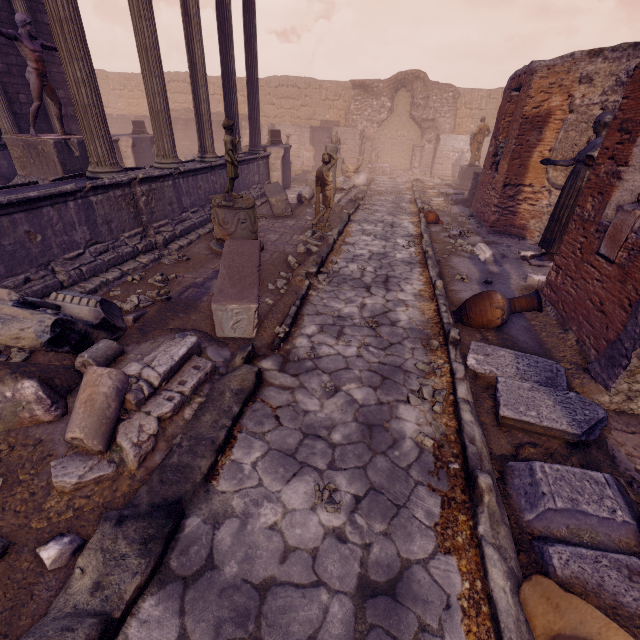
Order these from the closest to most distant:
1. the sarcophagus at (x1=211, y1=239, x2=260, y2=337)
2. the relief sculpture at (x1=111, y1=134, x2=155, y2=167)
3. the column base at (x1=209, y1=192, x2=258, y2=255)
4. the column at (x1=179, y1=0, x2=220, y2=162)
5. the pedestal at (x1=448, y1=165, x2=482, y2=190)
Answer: the sarcophagus at (x1=211, y1=239, x2=260, y2=337)
the column base at (x1=209, y1=192, x2=258, y2=255)
the column at (x1=179, y1=0, x2=220, y2=162)
the relief sculpture at (x1=111, y1=134, x2=155, y2=167)
the pedestal at (x1=448, y1=165, x2=482, y2=190)

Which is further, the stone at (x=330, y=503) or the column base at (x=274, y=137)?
the column base at (x=274, y=137)

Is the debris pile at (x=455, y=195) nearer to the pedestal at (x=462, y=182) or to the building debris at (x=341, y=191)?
the pedestal at (x=462, y=182)

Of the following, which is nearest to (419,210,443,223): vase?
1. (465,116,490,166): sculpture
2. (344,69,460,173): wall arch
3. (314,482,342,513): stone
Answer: (465,116,490,166): sculpture

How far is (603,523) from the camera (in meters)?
2.27

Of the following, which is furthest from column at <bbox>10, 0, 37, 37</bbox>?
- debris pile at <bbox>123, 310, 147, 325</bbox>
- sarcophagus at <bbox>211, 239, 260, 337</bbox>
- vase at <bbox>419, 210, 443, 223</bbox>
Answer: vase at <bbox>419, 210, 443, 223</bbox>

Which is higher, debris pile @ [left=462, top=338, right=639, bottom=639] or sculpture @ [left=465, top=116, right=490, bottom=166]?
sculpture @ [left=465, top=116, right=490, bottom=166]

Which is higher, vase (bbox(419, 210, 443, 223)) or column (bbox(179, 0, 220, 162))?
column (bbox(179, 0, 220, 162))
